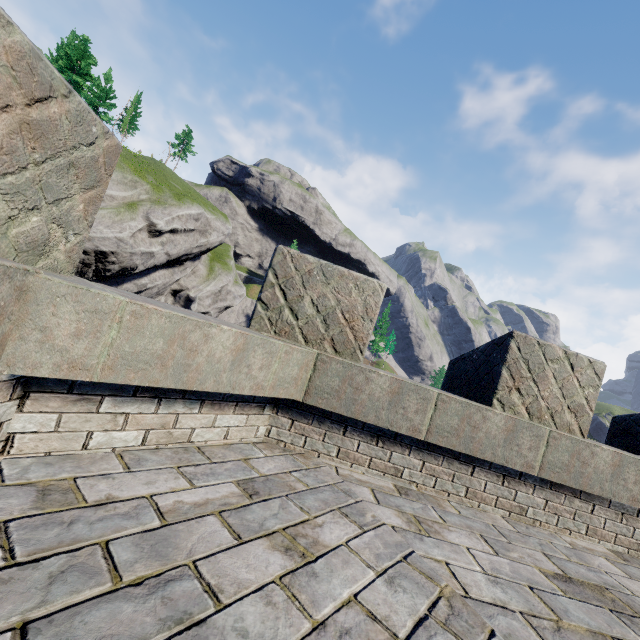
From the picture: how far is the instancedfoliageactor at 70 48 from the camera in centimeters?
3675cm

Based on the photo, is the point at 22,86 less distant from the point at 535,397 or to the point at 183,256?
the point at 535,397

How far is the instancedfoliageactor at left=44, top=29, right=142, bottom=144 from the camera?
36.8 meters
